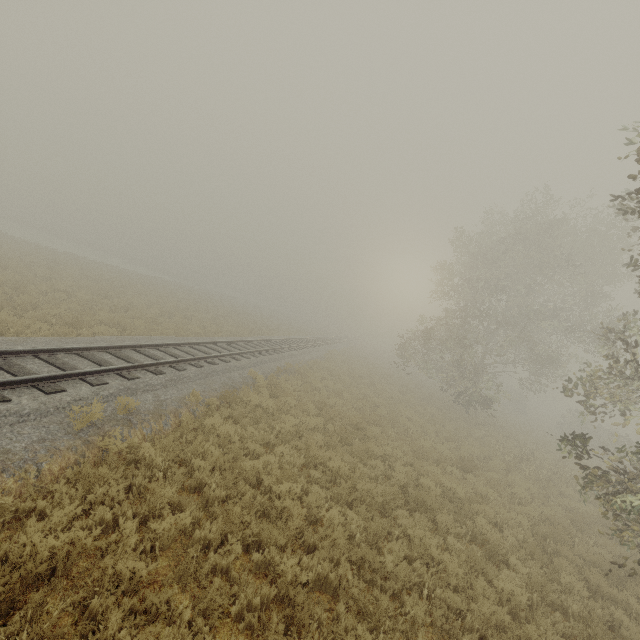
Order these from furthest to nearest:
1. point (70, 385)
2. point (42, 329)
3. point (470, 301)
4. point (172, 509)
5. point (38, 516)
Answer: point (470, 301), point (42, 329), point (70, 385), point (172, 509), point (38, 516)
